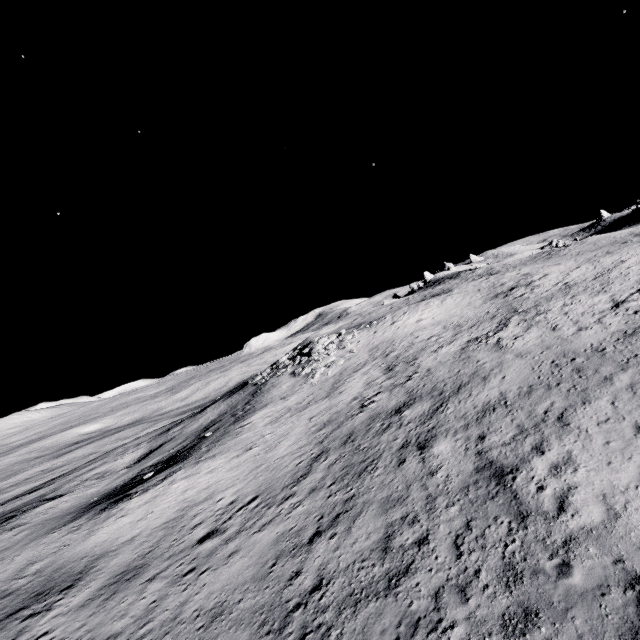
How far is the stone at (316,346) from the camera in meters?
30.9

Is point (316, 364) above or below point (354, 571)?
above

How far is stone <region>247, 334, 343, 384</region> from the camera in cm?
3090
